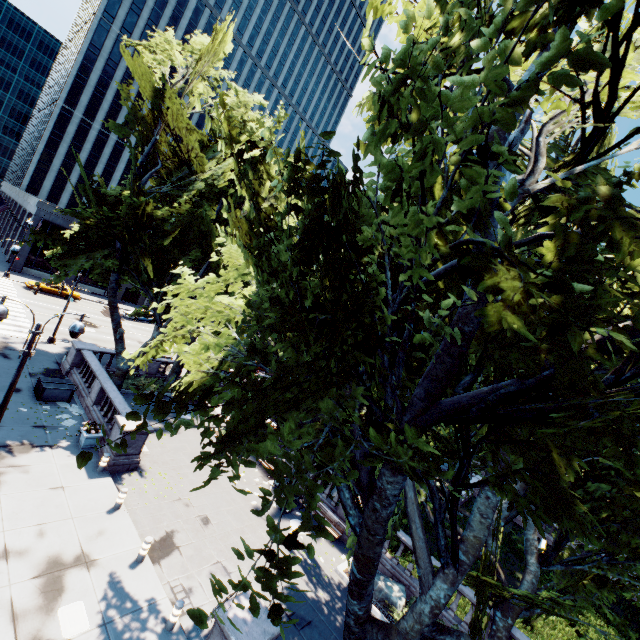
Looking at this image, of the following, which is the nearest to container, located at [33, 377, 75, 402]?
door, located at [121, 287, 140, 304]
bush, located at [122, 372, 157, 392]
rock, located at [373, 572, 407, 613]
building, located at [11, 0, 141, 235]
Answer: bush, located at [122, 372, 157, 392]

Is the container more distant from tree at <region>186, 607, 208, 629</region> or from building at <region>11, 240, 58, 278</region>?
building at <region>11, 240, 58, 278</region>

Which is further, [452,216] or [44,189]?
[44,189]

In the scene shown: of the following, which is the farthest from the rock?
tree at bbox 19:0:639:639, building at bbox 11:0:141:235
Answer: building at bbox 11:0:141:235

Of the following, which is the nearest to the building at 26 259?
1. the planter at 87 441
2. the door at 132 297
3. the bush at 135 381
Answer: the door at 132 297

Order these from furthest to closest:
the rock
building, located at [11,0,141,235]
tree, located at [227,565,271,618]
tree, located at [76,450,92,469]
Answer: building, located at [11,0,141,235] → the rock → tree, located at [227,565,271,618] → tree, located at [76,450,92,469]

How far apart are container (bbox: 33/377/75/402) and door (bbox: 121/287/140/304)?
37.5 meters

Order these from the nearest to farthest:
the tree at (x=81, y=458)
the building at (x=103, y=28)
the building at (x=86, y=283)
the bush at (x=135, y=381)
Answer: the tree at (x=81, y=458) → the bush at (x=135, y=381) → the building at (x=103, y=28) → the building at (x=86, y=283)
